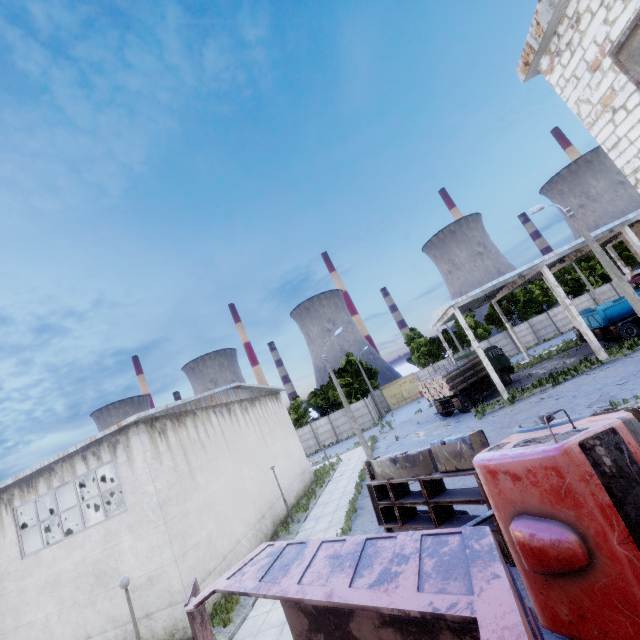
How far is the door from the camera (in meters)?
49.78

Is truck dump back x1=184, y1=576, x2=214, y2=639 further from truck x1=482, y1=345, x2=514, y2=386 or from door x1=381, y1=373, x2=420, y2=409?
door x1=381, y1=373, x2=420, y2=409

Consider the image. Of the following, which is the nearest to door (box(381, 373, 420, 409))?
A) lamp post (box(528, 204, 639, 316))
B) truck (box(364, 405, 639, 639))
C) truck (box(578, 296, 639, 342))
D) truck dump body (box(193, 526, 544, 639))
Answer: truck (box(578, 296, 639, 342))

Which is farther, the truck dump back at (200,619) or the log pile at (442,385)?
the log pile at (442,385)

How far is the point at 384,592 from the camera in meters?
3.8

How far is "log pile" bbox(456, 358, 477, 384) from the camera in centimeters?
2656cm

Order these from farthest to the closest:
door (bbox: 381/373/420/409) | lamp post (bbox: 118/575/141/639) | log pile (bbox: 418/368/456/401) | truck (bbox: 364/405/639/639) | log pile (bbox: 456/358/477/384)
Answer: door (bbox: 381/373/420/409) → log pile (bbox: 456/358/477/384) → log pile (bbox: 418/368/456/401) → lamp post (bbox: 118/575/141/639) → truck (bbox: 364/405/639/639)

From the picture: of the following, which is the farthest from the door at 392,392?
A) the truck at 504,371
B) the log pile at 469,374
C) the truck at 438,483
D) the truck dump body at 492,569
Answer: the truck dump body at 492,569
